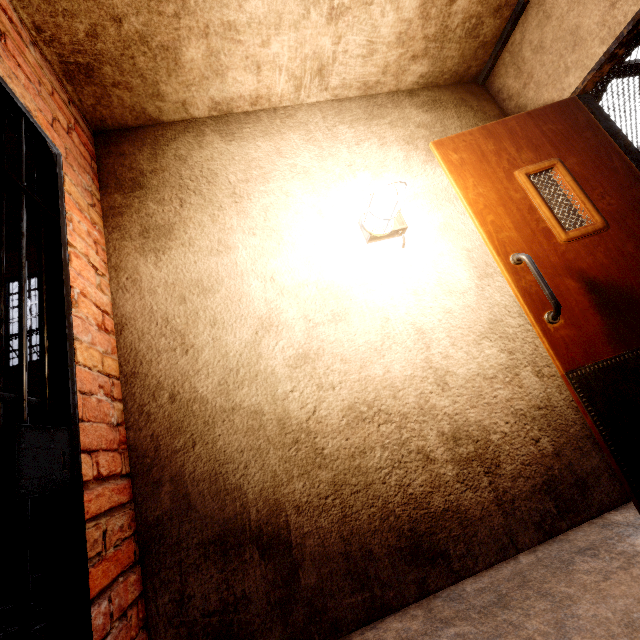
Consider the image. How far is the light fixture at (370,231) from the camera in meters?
1.8 m

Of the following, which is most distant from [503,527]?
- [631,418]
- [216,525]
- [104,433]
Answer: [104,433]

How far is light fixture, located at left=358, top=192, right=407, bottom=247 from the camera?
1.8m
